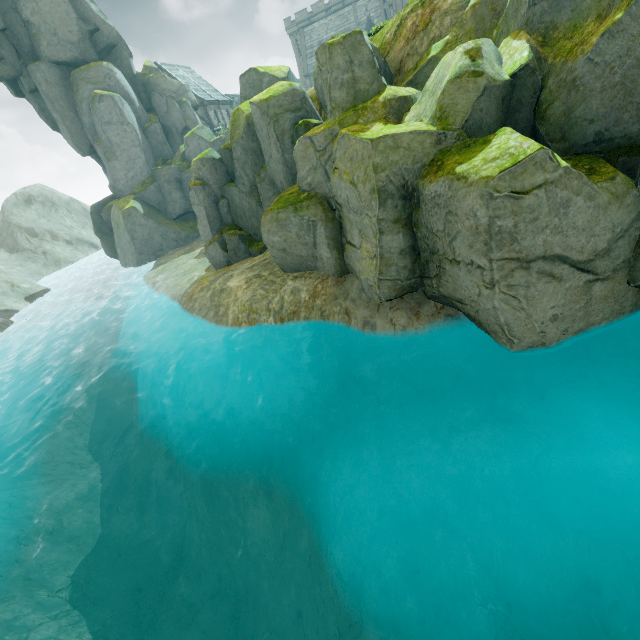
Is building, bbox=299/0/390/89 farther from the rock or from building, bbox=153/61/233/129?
the rock

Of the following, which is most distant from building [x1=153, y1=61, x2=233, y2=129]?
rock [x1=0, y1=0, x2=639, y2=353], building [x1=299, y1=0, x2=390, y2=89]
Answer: building [x1=299, y1=0, x2=390, y2=89]

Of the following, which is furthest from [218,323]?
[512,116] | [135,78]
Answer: [135,78]

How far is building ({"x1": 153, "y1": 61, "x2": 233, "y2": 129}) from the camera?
43.2m

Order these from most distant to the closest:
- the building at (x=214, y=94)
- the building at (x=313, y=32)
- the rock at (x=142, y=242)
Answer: the building at (x=313, y=32)
the building at (x=214, y=94)
the rock at (x=142, y=242)

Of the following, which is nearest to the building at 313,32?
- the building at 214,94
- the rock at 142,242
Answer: the building at 214,94

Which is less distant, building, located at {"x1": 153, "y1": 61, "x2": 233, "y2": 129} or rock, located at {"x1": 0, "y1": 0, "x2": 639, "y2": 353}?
rock, located at {"x1": 0, "y1": 0, "x2": 639, "y2": 353}

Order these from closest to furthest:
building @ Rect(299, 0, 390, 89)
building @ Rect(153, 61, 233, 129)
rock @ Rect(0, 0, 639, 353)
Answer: rock @ Rect(0, 0, 639, 353), building @ Rect(153, 61, 233, 129), building @ Rect(299, 0, 390, 89)
